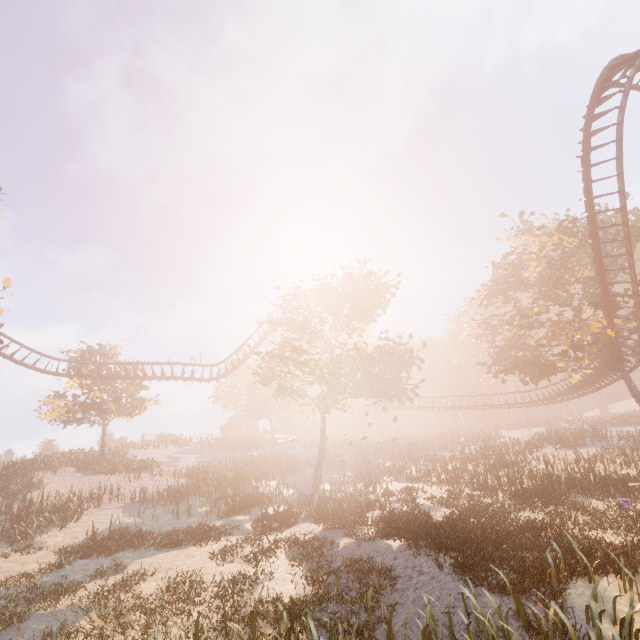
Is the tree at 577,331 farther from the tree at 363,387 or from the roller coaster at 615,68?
the tree at 363,387

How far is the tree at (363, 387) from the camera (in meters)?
19.09

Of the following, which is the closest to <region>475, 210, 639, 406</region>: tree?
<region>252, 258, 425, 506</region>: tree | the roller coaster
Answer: the roller coaster

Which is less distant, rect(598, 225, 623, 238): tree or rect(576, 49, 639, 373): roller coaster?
rect(576, 49, 639, 373): roller coaster

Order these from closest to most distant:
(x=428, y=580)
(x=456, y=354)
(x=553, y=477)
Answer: (x=428, y=580), (x=553, y=477), (x=456, y=354)

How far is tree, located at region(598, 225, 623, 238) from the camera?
23.08m
